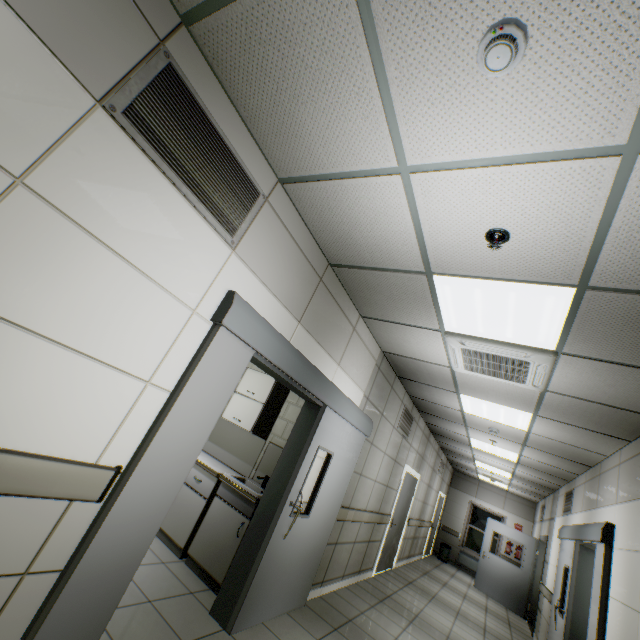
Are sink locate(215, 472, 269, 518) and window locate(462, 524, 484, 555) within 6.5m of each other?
no

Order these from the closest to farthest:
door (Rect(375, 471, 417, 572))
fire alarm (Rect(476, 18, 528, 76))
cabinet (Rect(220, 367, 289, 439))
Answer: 1. fire alarm (Rect(476, 18, 528, 76))
2. cabinet (Rect(220, 367, 289, 439))
3. door (Rect(375, 471, 417, 572))

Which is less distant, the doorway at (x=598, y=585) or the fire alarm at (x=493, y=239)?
the fire alarm at (x=493, y=239)

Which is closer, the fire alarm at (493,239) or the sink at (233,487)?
the fire alarm at (493,239)

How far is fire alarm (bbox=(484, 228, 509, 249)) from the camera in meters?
2.0 m

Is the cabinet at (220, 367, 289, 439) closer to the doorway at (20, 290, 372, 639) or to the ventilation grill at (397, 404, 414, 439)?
the doorway at (20, 290, 372, 639)

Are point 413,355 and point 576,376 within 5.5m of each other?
yes

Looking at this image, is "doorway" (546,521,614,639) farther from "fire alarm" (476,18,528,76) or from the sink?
"fire alarm" (476,18,528,76)
